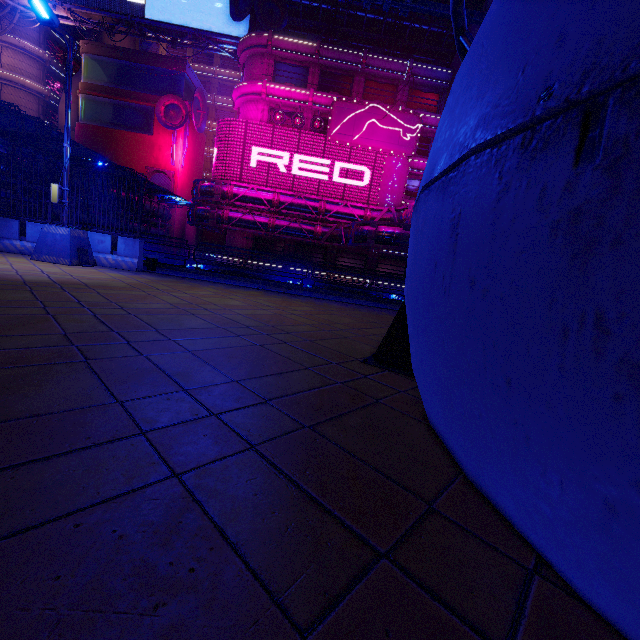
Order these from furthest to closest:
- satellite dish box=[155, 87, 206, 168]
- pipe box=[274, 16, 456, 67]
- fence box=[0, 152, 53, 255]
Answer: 1. satellite dish box=[155, 87, 206, 168]
2. pipe box=[274, 16, 456, 67]
3. fence box=[0, 152, 53, 255]

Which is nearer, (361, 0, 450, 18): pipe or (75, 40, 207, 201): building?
(361, 0, 450, 18): pipe

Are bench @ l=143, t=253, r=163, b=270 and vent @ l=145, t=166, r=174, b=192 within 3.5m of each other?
no

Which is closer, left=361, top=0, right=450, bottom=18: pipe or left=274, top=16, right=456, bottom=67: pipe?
left=361, top=0, right=450, bottom=18: pipe

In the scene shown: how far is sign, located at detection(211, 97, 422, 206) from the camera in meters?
34.3 m

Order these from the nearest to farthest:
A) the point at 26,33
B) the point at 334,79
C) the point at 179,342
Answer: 1. the point at 179,342
2. the point at 334,79
3. the point at 26,33

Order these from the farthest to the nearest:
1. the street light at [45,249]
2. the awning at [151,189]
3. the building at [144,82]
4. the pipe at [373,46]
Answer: the building at [144,82] → the pipe at [373,46] → the awning at [151,189] → the street light at [45,249]

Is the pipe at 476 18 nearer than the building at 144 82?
Yes
